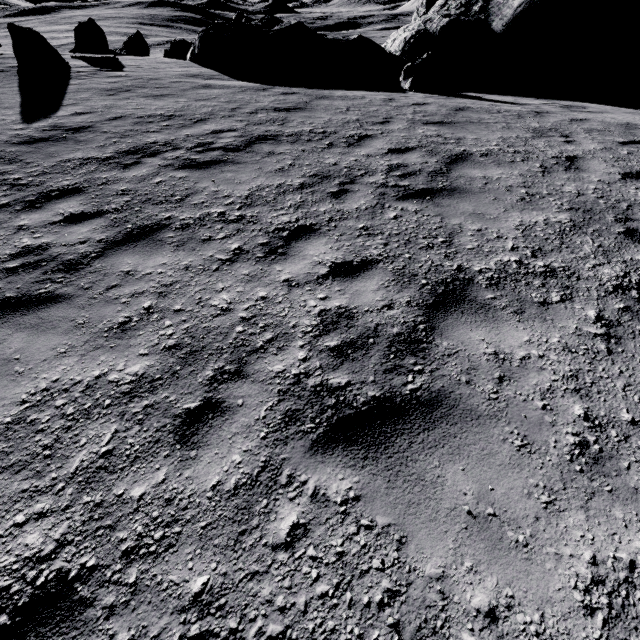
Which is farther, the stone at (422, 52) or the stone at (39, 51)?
the stone at (422, 52)

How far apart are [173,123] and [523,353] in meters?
8.9 m

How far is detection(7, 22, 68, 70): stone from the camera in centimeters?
1117cm

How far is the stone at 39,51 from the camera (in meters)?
11.17

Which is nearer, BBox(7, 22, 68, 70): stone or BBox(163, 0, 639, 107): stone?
BBox(7, 22, 68, 70): stone
